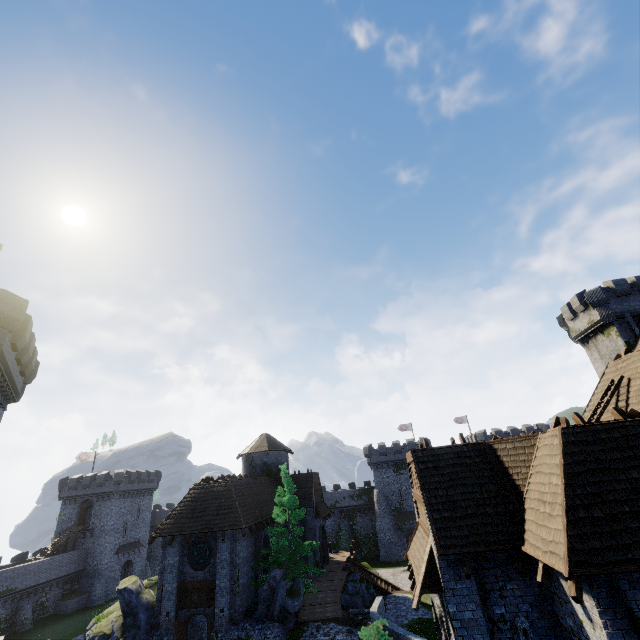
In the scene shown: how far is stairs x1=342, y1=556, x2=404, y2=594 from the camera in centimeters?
3047cm

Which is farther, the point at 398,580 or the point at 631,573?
the point at 398,580

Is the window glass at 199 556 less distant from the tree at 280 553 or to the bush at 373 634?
the tree at 280 553

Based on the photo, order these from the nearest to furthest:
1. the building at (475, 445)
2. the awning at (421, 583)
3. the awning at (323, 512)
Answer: the building at (475, 445), the awning at (421, 583), the awning at (323, 512)

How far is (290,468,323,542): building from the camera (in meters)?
32.12

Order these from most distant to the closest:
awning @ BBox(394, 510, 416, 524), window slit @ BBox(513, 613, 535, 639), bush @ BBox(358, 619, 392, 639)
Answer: awning @ BBox(394, 510, 416, 524) → bush @ BBox(358, 619, 392, 639) → window slit @ BBox(513, 613, 535, 639)

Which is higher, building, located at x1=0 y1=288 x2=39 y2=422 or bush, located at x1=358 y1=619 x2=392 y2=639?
building, located at x1=0 y1=288 x2=39 y2=422

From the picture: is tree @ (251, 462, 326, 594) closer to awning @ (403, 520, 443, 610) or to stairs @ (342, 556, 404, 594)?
stairs @ (342, 556, 404, 594)
